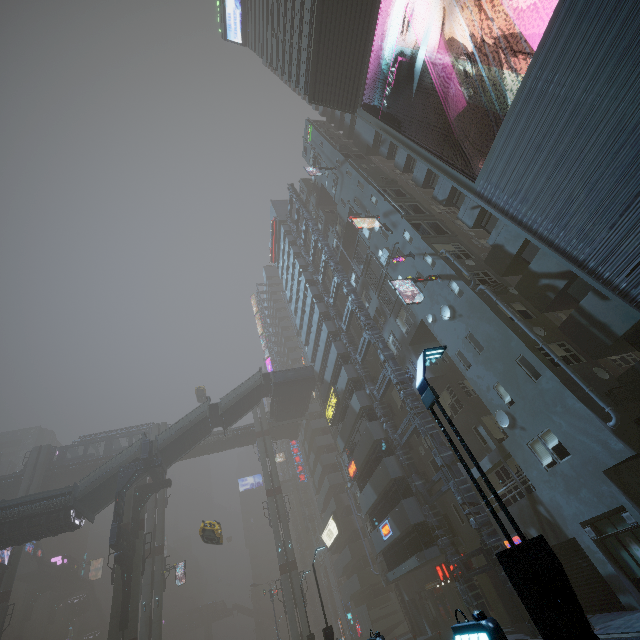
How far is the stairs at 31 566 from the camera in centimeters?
5862cm

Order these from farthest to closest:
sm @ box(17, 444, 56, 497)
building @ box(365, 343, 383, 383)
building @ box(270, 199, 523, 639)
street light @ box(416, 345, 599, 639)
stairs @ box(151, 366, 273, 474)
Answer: sm @ box(17, 444, 56, 497), stairs @ box(151, 366, 273, 474), building @ box(365, 343, 383, 383), building @ box(270, 199, 523, 639), street light @ box(416, 345, 599, 639)

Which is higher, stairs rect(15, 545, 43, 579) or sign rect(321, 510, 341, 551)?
stairs rect(15, 545, 43, 579)

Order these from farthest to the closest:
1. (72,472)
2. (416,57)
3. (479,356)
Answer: (72,472) → (416,57) → (479,356)

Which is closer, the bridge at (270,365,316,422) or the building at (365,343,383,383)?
the building at (365,343,383,383)

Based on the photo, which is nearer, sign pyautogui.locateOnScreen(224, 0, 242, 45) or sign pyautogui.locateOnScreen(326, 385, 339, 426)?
sign pyautogui.locateOnScreen(326, 385, 339, 426)

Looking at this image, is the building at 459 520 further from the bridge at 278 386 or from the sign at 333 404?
the bridge at 278 386

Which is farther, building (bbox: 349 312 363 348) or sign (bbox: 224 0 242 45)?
sign (bbox: 224 0 242 45)
